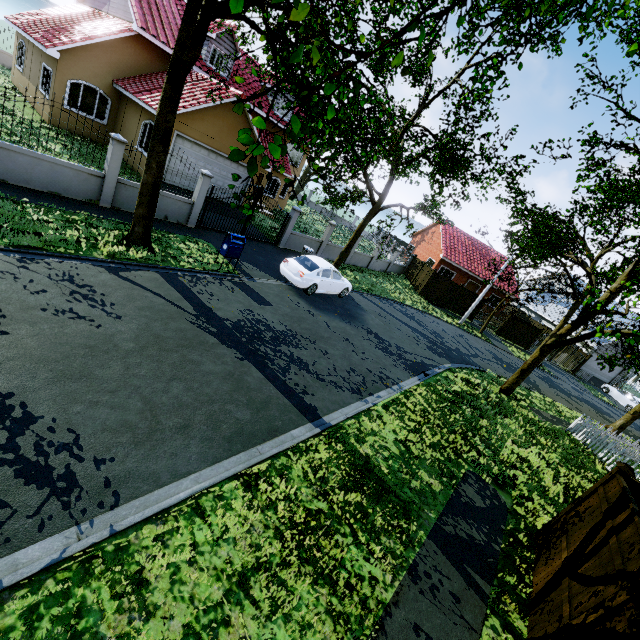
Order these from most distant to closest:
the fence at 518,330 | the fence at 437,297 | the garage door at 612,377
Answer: the garage door at 612,377, the fence at 518,330, the fence at 437,297

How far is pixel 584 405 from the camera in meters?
23.7

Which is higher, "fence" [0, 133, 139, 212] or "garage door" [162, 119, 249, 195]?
"garage door" [162, 119, 249, 195]

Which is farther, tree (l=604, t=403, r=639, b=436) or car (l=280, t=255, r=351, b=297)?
tree (l=604, t=403, r=639, b=436)

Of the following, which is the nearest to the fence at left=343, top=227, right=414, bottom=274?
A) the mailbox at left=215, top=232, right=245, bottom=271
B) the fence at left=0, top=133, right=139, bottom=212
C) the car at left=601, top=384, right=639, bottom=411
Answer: the fence at left=0, top=133, right=139, bottom=212

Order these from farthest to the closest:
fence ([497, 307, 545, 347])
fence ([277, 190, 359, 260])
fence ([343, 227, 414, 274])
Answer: fence ([497, 307, 545, 347]) → fence ([343, 227, 414, 274]) → fence ([277, 190, 359, 260])

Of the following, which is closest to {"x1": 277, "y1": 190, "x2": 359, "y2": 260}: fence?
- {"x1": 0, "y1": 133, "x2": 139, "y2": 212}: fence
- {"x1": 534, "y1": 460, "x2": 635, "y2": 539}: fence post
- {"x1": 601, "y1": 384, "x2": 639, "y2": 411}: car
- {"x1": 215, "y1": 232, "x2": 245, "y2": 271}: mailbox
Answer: {"x1": 0, "y1": 133, "x2": 139, "y2": 212}: fence

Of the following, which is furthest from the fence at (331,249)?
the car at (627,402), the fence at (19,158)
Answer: the car at (627,402)
